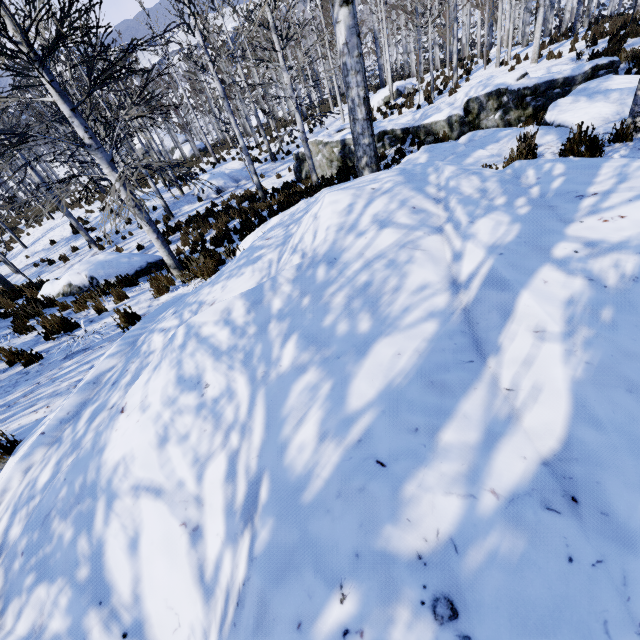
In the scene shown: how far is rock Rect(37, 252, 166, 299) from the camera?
8.6 meters

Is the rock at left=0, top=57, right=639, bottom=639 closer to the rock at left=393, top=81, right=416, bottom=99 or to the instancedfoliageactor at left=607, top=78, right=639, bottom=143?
the instancedfoliageactor at left=607, top=78, right=639, bottom=143

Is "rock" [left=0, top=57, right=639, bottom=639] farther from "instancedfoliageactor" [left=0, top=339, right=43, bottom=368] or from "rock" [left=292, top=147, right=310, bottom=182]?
"rock" [left=292, top=147, right=310, bottom=182]

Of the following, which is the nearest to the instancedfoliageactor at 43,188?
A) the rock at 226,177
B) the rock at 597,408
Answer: the rock at 597,408

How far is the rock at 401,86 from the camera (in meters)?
21.80

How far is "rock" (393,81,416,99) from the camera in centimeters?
2180cm

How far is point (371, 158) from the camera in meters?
4.5

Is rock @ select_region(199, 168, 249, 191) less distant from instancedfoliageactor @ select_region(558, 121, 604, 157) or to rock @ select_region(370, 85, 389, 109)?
instancedfoliageactor @ select_region(558, 121, 604, 157)
